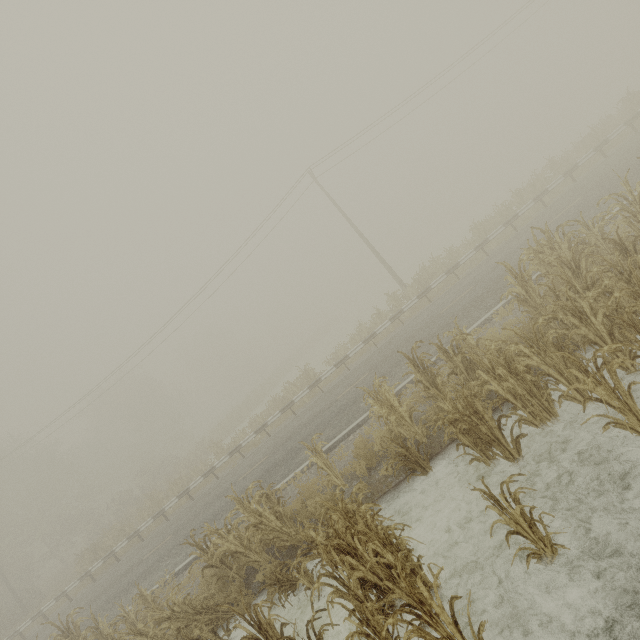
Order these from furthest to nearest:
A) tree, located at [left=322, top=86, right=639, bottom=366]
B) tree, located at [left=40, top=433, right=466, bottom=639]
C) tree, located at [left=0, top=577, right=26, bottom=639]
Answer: tree, located at [left=0, top=577, right=26, bottom=639]
tree, located at [left=322, top=86, right=639, bottom=366]
tree, located at [left=40, top=433, right=466, bottom=639]

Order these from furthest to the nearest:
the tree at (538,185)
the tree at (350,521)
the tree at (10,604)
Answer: the tree at (10,604)
the tree at (538,185)
the tree at (350,521)

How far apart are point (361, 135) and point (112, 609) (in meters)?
29.41

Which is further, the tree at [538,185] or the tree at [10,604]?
the tree at [10,604]

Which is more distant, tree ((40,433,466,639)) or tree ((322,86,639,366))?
tree ((322,86,639,366))

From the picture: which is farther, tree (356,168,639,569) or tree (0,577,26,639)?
tree (0,577,26,639)

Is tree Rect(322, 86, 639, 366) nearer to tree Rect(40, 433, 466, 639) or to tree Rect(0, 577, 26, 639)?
tree Rect(40, 433, 466, 639)
